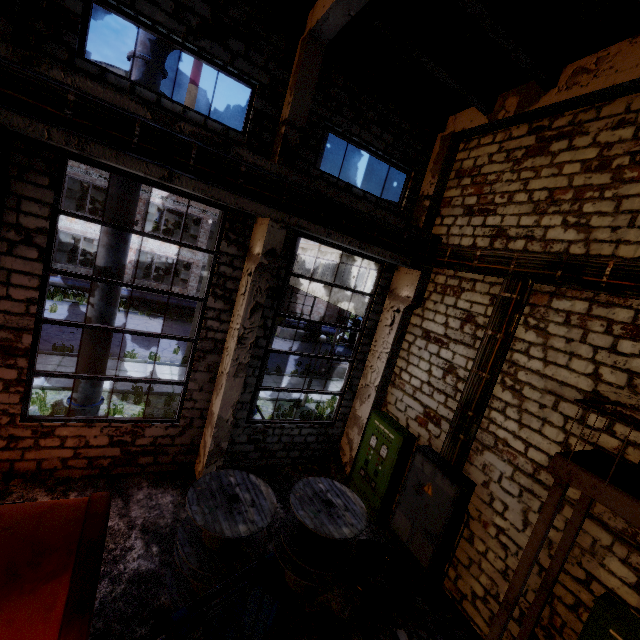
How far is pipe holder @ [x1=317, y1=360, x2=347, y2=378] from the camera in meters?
19.5 m

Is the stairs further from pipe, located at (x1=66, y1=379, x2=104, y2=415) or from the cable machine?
pipe, located at (x1=66, y1=379, x2=104, y2=415)

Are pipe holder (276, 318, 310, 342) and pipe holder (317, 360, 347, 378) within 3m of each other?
no

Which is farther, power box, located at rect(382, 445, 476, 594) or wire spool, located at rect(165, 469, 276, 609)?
power box, located at rect(382, 445, 476, 594)

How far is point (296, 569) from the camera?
5.6 meters

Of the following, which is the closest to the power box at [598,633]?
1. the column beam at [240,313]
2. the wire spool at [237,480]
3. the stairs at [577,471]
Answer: the stairs at [577,471]

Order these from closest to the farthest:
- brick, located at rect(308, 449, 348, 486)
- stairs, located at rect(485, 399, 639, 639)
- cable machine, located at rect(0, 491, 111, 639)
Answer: cable machine, located at rect(0, 491, 111, 639), stairs, located at rect(485, 399, 639, 639), brick, located at rect(308, 449, 348, 486)

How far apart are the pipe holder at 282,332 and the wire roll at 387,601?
19.79m
